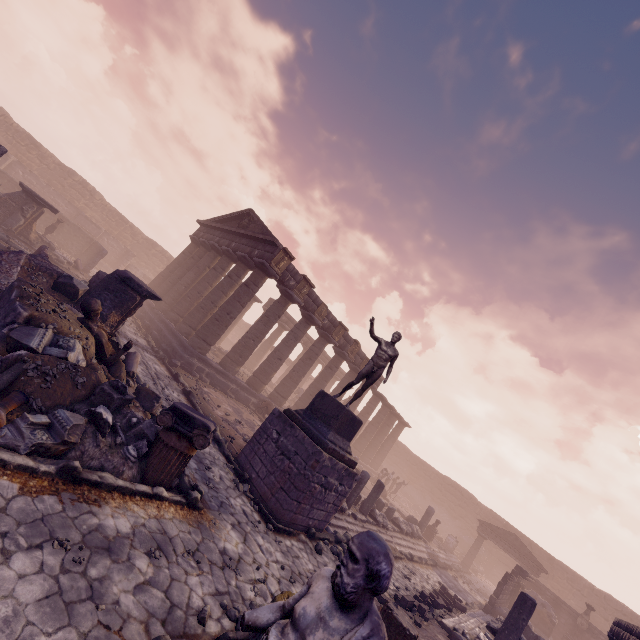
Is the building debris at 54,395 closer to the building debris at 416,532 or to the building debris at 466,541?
the building debris at 416,532

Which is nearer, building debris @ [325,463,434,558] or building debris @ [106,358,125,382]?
building debris @ [106,358,125,382]

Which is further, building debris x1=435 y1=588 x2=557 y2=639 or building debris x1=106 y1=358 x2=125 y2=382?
building debris x1=435 y1=588 x2=557 y2=639

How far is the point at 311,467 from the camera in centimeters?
798cm

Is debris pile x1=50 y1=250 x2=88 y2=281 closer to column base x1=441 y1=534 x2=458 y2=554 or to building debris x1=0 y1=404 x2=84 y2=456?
building debris x1=0 y1=404 x2=84 y2=456

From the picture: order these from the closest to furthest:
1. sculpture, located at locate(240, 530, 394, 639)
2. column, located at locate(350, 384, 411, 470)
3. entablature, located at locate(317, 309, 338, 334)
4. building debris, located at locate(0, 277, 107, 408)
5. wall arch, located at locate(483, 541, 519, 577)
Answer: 1. sculpture, located at locate(240, 530, 394, 639)
2. building debris, located at locate(0, 277, 107, 408)
3. entablature, located at locate(317, 309, 338, 334)
4. column, located at locate(350, 384, 411, 470)
5. wall arch, located at locate(483, 541, 519, 577)

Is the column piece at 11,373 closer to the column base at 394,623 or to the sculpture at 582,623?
the column base at 394,623

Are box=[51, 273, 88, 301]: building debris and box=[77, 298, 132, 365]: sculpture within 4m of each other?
yes
